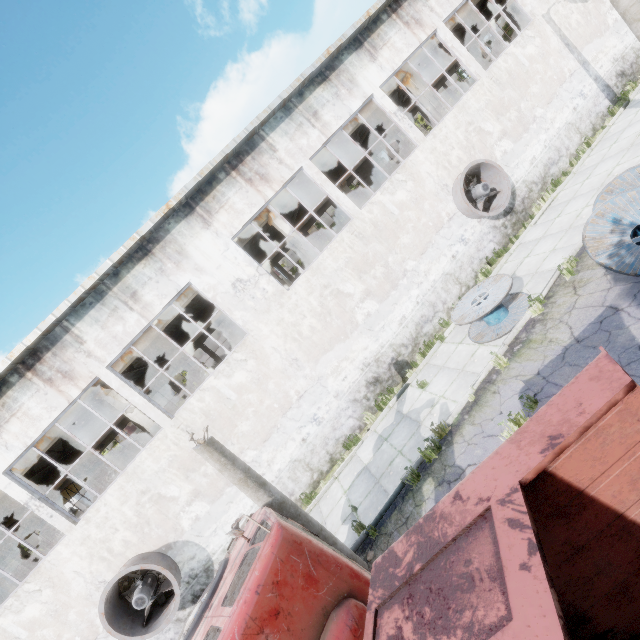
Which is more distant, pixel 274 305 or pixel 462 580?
pixel 274 305

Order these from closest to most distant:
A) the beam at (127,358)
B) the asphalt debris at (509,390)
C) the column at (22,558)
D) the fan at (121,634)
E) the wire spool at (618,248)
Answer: the wire spool at (618,248) → the asphalt debris at (509,390) → the fan at (121,634) → the beam at (127,358) → the column at (22,558)

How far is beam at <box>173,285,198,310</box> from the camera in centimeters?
1330cm

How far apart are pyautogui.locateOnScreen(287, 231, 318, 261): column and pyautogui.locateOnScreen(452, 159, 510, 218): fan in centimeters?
487cm

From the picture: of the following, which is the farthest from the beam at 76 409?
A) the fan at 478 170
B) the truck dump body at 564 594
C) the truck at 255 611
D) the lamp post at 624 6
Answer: the truck dump body at 564 594

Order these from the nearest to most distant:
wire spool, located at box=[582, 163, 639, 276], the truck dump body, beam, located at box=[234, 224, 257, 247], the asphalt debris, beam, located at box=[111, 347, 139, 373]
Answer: the truck dump body → wire spool, located at box=[582, 163, 639, 276] → the asphalt debris → beam, located at box=[111, 347, 139, 373] → beam, located at box=[234, 224, 257, 247]

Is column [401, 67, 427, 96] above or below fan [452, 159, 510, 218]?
above

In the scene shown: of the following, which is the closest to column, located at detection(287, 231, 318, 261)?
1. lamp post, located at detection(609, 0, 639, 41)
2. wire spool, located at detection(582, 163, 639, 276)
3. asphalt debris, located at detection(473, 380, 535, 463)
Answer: asphalt debris, located at detection(473, 380, 535, 463)
